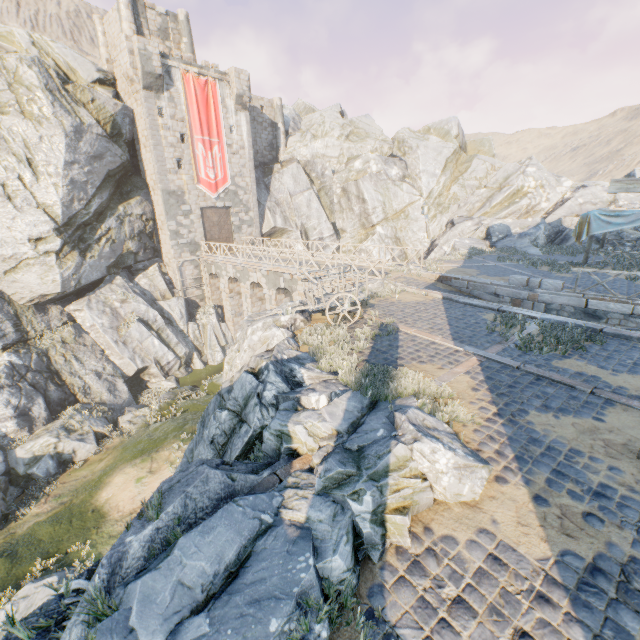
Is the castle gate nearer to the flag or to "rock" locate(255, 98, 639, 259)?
the flag

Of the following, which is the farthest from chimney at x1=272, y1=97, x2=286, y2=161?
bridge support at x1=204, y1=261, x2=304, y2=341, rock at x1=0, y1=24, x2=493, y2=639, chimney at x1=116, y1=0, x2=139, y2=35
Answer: bridge support at x1=204, y1=261, x2=304, y2=341

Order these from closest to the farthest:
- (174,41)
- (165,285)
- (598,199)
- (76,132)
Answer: (76,132), (165,285), (598,199), (174,41)

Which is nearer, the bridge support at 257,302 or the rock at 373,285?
the rock at 373,285

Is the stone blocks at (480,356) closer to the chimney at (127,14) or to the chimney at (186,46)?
the chimney at (186,46)

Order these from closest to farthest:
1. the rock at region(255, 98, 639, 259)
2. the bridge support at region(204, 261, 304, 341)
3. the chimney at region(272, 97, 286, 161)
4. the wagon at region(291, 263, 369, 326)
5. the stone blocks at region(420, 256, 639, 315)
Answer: the wagon at region(291, 263, 369, 326) → the stone blocks at region(420, 256, 639, 315) → the bridge support at region(204, 261, 304, 341) → the rock at region(255, 98, 639, 259) → the chimney at region(272, 97, 286, 161)

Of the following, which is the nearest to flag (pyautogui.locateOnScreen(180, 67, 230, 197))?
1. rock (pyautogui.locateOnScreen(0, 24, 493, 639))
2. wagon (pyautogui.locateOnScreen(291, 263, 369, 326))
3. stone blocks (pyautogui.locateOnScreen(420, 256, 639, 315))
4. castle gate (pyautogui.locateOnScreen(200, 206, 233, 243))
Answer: castle gate (pyautogui.locateOnScreen(200, 206, 233, 243))

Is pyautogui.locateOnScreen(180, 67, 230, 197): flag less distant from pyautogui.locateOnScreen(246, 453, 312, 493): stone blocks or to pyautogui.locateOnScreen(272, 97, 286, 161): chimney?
pyautogui.locateOnScreen(246, 453, 312, 493): stone blocks
